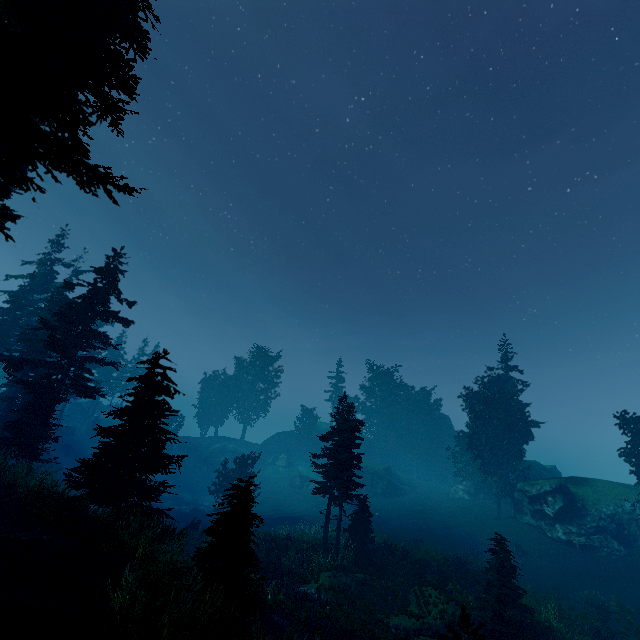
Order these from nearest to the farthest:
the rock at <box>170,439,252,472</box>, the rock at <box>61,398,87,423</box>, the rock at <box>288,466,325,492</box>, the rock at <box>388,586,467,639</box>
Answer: the rock at <box>388,586,467,639</box>
the rock at <box>288,466,325,492</box>
the rock at <box>170,439,252,472</box>
the rock at <box>61,398,87,423</box>

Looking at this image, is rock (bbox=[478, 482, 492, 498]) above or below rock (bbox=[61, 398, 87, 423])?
below

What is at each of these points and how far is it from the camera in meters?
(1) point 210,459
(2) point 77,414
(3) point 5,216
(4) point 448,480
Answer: (1) rock, 55.4
(2) rock, 58.7
(3) instancedfoliageactor, 9.2
(4) rock, 54.6

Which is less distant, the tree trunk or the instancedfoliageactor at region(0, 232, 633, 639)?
the instancedfoliageactor at region(0, 232, 633, 639)

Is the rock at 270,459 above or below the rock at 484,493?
below

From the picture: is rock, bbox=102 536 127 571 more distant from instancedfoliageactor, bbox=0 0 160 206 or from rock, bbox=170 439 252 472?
rock, bbox=170 439 252 472

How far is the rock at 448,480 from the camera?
44.3 meters

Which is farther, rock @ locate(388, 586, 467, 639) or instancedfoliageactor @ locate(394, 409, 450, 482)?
instancedfoliageactor @ locate(394, 409, 450, 482)
